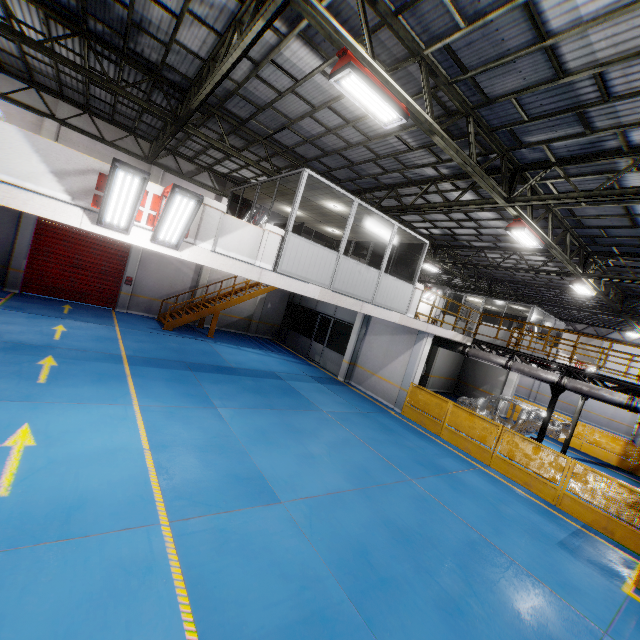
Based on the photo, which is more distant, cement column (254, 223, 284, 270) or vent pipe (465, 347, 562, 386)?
vent pipe (465, 347, 562, 386)

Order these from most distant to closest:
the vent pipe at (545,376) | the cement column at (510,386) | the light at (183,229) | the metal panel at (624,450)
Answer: the cement column at (510,386) → the metal panel at (624,450) → the vent pipe at (545,376) → the light at (183,229)

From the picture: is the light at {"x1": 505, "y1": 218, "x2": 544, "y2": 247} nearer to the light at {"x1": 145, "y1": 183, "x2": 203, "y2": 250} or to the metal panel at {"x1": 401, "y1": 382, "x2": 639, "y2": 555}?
the metal panel at {"x1": 401, "y1": 382, "x2": 639, "y2": 555}

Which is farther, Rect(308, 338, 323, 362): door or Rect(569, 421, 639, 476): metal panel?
Rect(308, 338, 323, 362): door

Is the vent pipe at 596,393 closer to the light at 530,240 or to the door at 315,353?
the light at 530,240

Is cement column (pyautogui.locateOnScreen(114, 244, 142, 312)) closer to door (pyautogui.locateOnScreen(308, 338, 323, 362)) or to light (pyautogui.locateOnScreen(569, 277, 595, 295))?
door (pyautogui.locateOnScreen(308, 338, 323, 362))

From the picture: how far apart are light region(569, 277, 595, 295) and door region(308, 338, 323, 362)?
12.46m

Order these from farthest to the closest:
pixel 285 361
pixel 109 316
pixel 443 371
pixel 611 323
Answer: pixel 611 323
pixel 443 371
pixel 285 361
pixel 109 316
